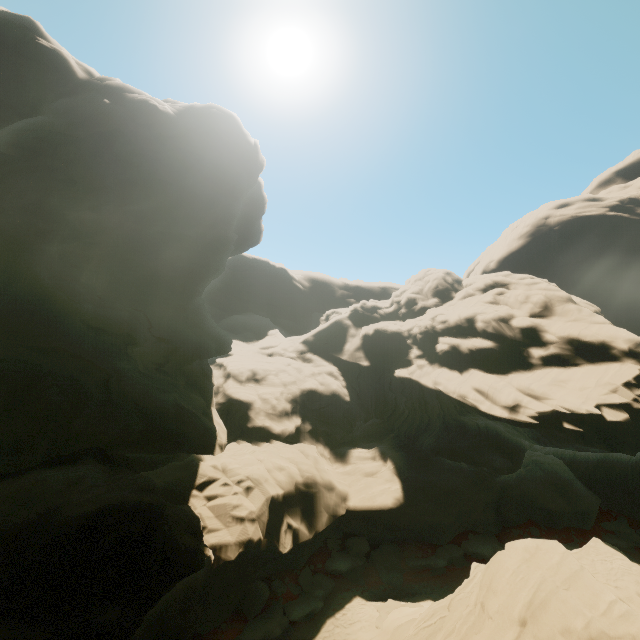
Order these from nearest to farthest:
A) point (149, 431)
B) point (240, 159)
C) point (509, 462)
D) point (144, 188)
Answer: point (149, 431) < point (144, 188) < point (240, 159) < point (509, 462)

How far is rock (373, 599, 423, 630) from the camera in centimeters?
1769cm

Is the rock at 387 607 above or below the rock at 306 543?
below

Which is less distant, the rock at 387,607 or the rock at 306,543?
the rock at 306,543

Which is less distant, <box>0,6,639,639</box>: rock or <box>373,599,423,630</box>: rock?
<box>0,6,639,639</box>: rock

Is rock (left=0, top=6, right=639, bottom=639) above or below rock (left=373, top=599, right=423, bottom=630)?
above
